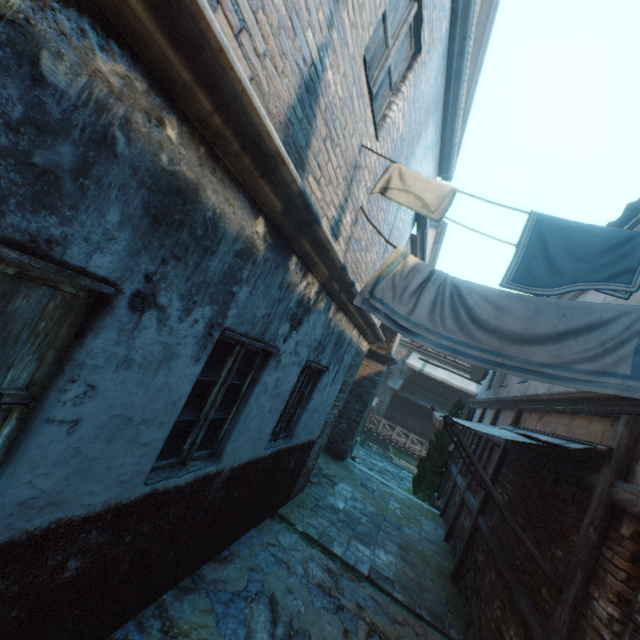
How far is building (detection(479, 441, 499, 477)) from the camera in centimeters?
777cm

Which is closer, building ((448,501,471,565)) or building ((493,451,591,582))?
building ((493,451,591,582))

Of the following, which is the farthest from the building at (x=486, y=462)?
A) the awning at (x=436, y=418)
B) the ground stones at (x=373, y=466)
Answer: the ground stones at (x=373, y=466)

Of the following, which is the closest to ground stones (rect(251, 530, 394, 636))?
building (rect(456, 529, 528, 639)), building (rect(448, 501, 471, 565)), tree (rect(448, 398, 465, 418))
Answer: building (rect(456, 529, 528, 639))

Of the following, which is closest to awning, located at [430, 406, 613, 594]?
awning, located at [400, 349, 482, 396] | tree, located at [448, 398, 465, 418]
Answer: tree, located at [448, 398, 465, 418]

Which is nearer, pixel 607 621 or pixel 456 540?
pixel 607 621

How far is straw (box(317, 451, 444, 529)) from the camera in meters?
8.5 m

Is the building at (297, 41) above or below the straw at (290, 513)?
above
